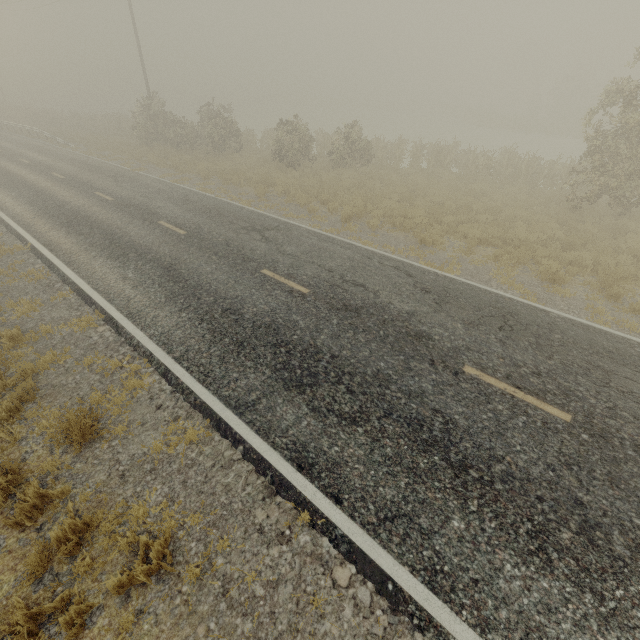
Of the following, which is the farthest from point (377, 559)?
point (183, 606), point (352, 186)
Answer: point (352, 186)
